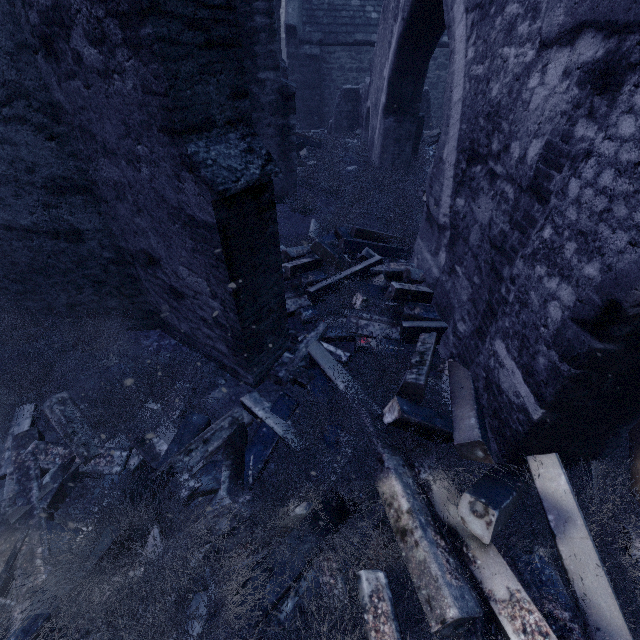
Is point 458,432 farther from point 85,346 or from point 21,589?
point 85,346

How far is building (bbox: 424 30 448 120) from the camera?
12.19m

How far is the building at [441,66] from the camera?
12.2 meters

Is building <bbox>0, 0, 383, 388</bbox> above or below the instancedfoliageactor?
above

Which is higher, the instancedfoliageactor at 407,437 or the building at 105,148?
the building at 105,148

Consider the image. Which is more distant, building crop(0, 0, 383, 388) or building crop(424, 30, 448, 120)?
building crop(424, 30, 448, 120)

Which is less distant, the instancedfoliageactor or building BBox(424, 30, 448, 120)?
the instancedfoliageactor
